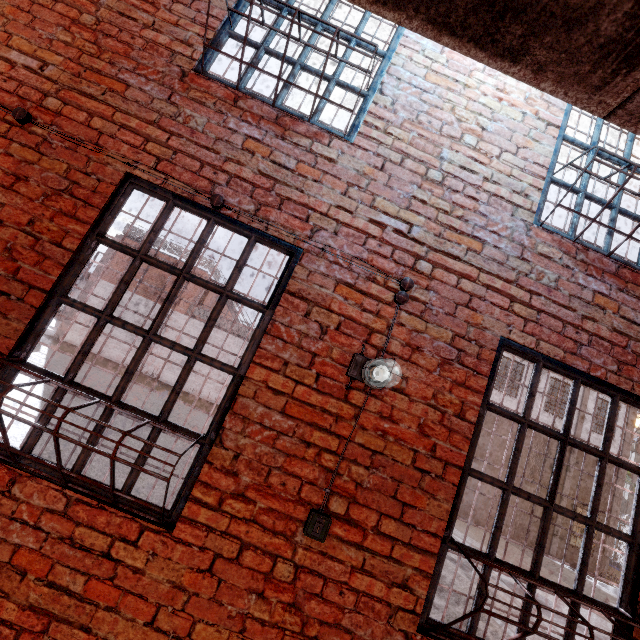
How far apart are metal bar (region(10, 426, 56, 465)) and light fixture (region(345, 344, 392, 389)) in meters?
0.6

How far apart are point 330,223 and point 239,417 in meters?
1.5

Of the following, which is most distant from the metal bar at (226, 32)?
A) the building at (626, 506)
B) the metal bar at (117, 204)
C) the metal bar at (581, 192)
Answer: the building at (626, 506)

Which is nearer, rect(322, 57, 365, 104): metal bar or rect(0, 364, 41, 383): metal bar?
rect(0, 364, 41, 383): metal bar

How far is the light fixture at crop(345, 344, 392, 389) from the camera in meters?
2.1

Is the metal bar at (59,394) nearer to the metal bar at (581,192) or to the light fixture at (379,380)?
the light fixture at (379,380)

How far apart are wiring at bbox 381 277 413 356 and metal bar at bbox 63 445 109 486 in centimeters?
18cm
